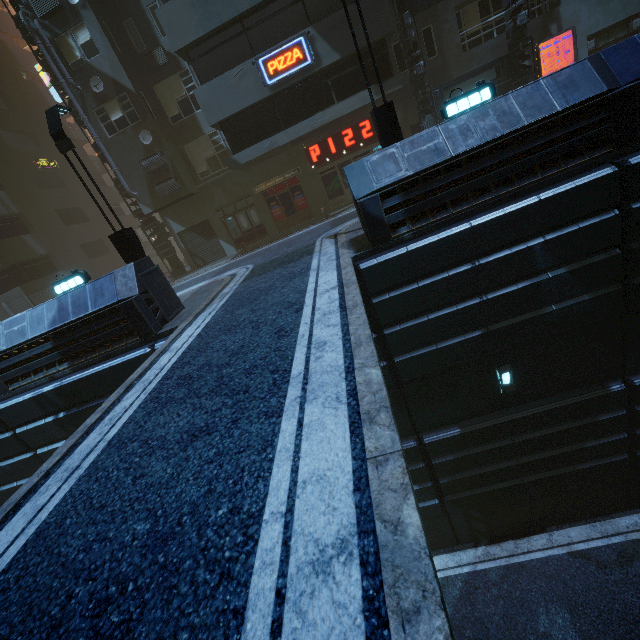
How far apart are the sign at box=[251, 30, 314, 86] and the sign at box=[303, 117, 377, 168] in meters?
3.7 m

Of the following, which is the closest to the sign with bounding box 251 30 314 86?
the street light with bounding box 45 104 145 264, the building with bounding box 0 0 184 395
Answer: the building with bounding box 0 0 184 395

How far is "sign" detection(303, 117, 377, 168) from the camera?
17.19m

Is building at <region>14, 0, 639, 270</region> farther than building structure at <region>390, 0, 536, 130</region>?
No

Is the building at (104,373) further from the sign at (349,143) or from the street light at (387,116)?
the street light at (387,116)

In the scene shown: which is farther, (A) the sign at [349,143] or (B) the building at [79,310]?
(A) the sign at [349,143]

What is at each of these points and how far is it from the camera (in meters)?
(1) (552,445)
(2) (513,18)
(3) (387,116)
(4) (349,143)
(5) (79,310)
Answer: (1) building, 9.91
(2) building structure, 13.88
(3) street light, 8.83
(4) sign, 17.53
(5) building, 9.12

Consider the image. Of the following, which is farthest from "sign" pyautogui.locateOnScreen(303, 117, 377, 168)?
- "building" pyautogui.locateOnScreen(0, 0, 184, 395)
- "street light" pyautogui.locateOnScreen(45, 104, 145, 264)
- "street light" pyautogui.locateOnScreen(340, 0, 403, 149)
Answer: "street light" pyautogui.locateOnScreen(45, 104, 145, 264)
